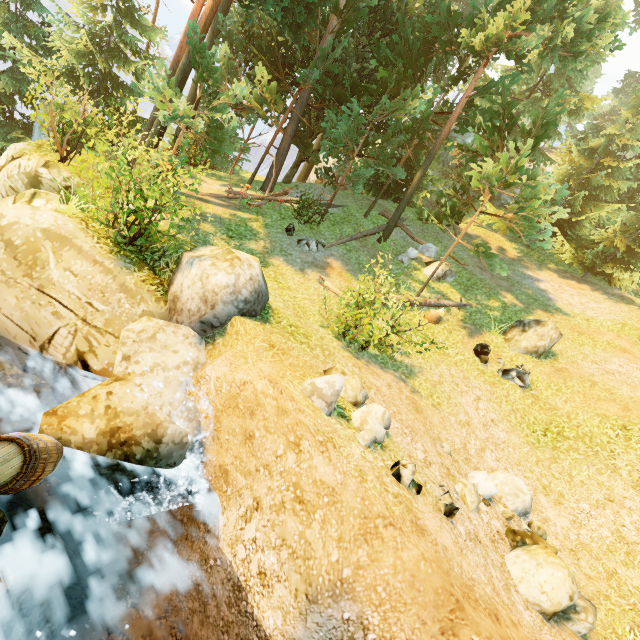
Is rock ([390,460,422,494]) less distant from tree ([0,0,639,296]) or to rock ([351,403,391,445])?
rock ([351,403,391,445])

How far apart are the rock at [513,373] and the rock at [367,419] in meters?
7.1 m

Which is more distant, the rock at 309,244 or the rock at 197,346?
the rock at 309,244

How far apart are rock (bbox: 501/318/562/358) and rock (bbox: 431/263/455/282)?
3.3m

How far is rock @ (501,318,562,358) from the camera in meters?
12.0 m

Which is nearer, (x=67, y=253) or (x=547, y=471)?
(x=67, y=253)

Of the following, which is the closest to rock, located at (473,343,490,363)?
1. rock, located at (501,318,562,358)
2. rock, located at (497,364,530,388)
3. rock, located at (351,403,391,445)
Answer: rock, located at (497,364,530,388)

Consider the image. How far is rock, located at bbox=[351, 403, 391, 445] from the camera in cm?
483
